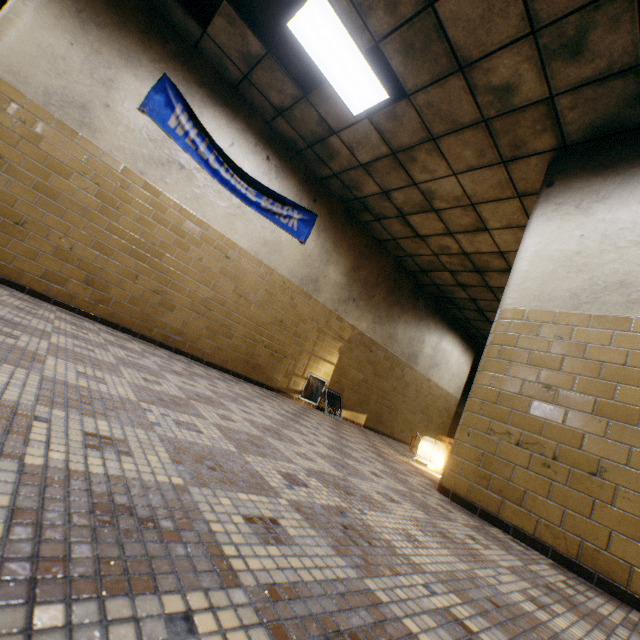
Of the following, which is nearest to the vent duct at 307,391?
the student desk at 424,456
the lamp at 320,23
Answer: the student desk at 424,456

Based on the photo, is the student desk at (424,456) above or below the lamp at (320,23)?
below

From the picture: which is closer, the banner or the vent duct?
the banner

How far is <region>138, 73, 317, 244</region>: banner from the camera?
4.4 meters

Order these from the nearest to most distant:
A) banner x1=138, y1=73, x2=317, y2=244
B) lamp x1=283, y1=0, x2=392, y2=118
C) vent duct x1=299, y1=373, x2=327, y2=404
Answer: lamp x1=283, y1=0, x2=392, y2=118 → banner x1=138, y1=73, x2=317, y2=244 → vent duct x1=299, y1=373, x2=327, y2=404

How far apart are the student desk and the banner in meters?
3.8

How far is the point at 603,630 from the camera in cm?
137

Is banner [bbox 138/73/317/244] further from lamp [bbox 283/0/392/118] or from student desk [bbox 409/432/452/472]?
student desk [bbox 409/432/452/472]
